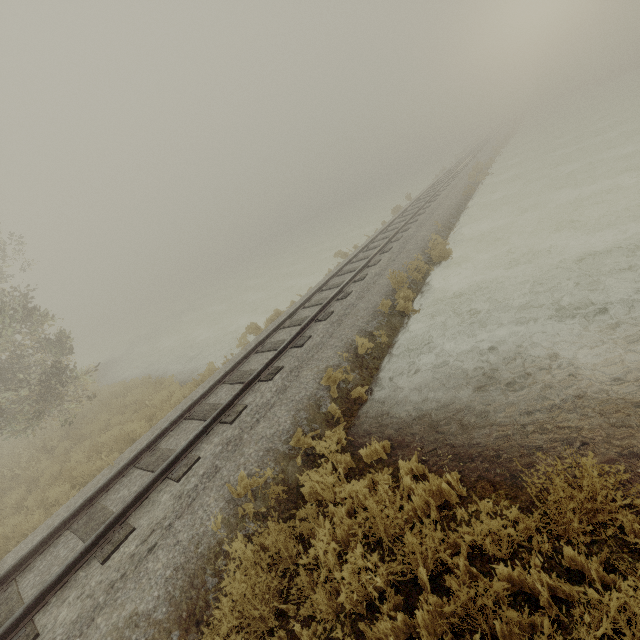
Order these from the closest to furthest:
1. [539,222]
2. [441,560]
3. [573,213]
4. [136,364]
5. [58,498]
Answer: [441,560], [58,498], [573,213], [539,222], [136,364]
